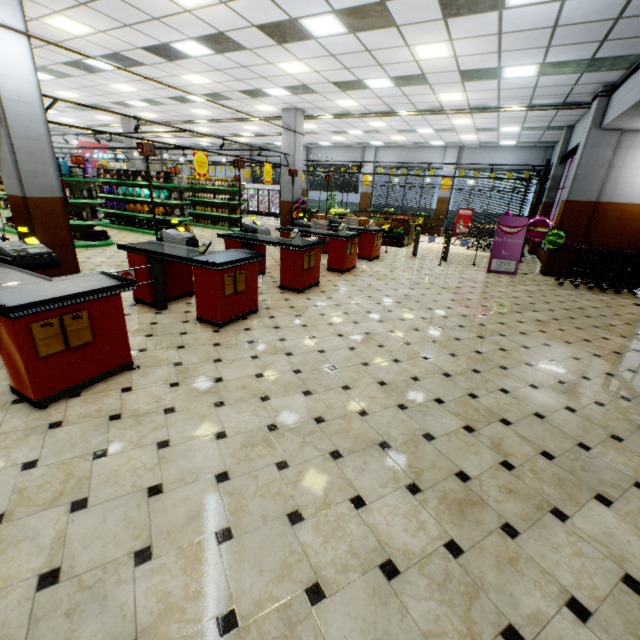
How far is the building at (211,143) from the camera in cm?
2284

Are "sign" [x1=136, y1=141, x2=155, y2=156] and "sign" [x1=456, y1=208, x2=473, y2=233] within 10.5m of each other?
no

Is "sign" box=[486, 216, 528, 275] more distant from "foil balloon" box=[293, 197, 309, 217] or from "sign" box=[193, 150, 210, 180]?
"sign" box=[193, 150, 210, 180]

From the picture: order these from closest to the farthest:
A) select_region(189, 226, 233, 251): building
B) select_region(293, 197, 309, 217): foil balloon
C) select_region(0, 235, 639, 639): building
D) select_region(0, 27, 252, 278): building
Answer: select_region(0, 235, 639, 639): building
select_region(0, 27, 252, 278): building
select_region(189, 226, 233, 251): building
select_region(293, 197, 309, 217): foil balloon

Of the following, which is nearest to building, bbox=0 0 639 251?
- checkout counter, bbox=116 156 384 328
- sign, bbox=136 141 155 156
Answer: checkout counter, bbox=116 156 384 328

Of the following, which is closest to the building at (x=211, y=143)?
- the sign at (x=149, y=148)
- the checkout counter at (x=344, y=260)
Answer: the checkout counter at (x=344, y=260)

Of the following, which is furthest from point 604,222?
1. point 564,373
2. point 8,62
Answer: point 8,62

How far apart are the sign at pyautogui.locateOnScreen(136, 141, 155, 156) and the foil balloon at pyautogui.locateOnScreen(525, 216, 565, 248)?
9.8m
